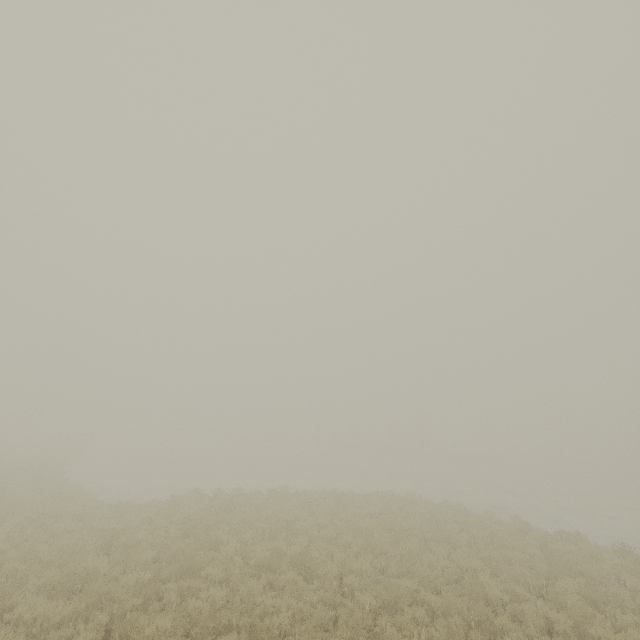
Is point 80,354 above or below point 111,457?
above
